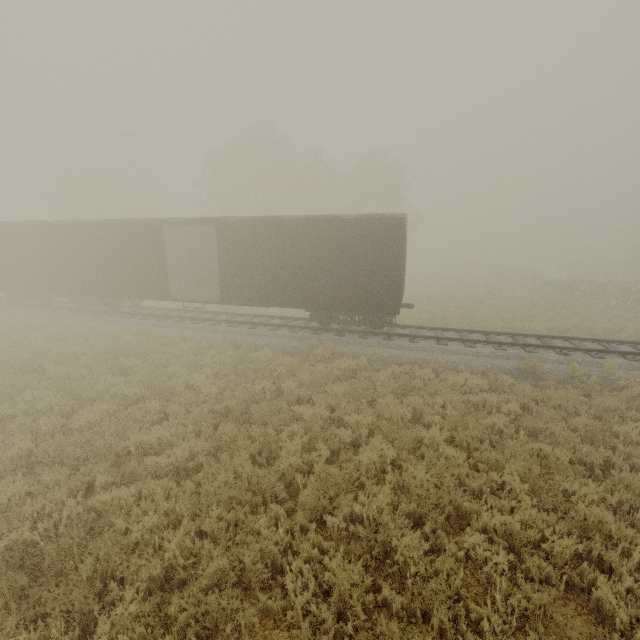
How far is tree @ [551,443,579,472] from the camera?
6.18m

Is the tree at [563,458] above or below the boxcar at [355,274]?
below

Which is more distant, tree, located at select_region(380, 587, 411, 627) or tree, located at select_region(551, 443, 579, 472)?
tree, located at select_region(551, 443, 579, 472)

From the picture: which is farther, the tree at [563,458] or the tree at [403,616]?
the tree at [563,458]

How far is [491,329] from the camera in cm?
1588

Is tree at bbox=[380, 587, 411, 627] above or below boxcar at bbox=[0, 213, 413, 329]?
below

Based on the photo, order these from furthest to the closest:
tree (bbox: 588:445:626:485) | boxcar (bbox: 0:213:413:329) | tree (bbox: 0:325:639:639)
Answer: boxcar (bbox: 0:213:413:329) < tree (bbox: 588:445:626:485) < tree (bbox: 0:325:639:639)
